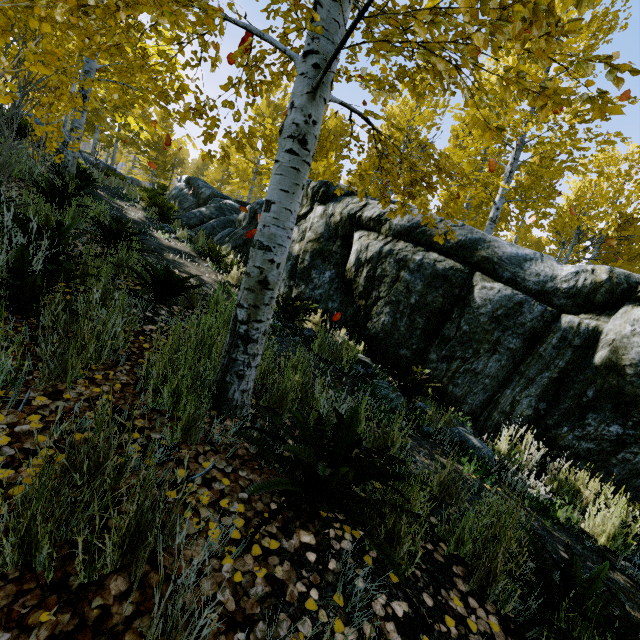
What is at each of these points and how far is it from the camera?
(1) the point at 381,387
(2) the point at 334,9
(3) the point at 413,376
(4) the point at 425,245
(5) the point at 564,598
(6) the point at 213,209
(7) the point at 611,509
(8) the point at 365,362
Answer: (1) rock, 3.86m
(2) instancedfoliageactor, 2.00m
(3) instancedfoliageactor, 4.42m
(4) rock, 5.23m
(5) instancedfoliageactor, 1.65m
(6) rock, 10.90m
(7) instancedfoliageactor, 3.08m
(8) rock, 4.86m

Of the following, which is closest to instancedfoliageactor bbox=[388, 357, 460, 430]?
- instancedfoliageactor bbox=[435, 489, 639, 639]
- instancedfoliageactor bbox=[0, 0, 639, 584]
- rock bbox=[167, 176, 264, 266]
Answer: rock bbox=[167, 176, 264, 266]

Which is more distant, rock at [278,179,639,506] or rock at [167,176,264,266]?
rock at [167,176,264,266]

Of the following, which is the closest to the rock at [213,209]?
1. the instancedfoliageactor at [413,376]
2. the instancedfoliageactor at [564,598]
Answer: the instancedfoliageactor at [413,376]

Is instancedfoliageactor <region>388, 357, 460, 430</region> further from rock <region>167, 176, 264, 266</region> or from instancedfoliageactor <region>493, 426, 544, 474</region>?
instancedfoliageactor <region>493, 426, 544, 474</region>

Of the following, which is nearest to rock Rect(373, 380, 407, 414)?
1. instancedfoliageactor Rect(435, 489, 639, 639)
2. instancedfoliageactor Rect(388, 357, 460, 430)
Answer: instancedfoliageactor Rect(388, 357, 460, 430)

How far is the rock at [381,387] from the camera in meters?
3.8

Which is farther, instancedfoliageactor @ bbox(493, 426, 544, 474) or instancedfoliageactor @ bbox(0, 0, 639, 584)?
instancedfoliageactor @ bbox(493, 426, 544, 474)
